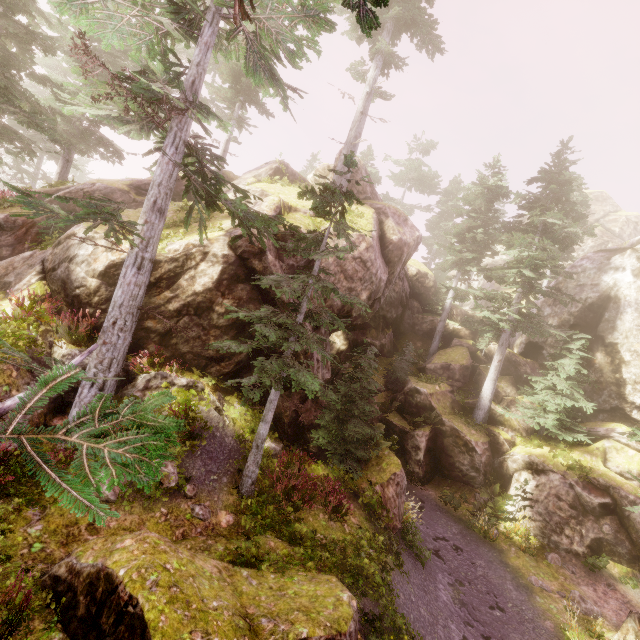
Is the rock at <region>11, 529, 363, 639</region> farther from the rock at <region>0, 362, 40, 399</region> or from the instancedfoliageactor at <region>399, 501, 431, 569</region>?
the rock at <region>0, 362, 40, 399</region>

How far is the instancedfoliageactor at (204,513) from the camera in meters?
8.1 m

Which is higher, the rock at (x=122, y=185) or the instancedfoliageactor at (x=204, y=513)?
the rock at (x=122, y=185)

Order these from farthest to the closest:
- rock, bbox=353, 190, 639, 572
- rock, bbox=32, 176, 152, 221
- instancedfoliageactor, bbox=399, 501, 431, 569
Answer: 1. rock, bbox=32, 176, 152, 221
2. rock, bbox=353, 190, 639, 572
3. instancedfoliageactor, bbox=399, 501, 431, 569

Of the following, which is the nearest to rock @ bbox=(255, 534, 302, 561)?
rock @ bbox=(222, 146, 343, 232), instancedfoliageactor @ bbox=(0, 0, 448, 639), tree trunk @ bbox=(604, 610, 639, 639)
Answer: instancedfoliageactor @ bbox=(0, 0, 448, 639)

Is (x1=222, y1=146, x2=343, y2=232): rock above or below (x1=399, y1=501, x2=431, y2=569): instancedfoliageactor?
above

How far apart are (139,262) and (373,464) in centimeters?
1061cm
